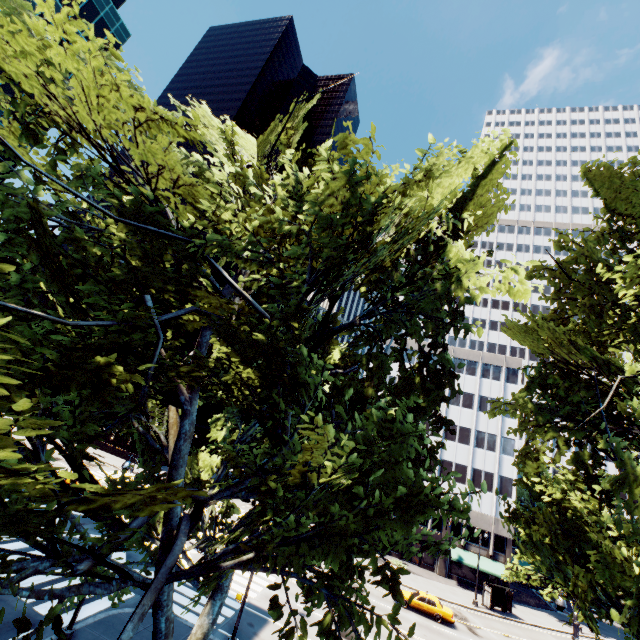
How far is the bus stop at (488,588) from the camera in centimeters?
3553cm

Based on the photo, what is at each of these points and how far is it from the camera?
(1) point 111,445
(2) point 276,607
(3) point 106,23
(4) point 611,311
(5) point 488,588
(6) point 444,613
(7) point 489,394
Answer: (1) building, 56.0 meters
(2) tree, 5.4 meters
(3) building, 37.9 meters
(4) tree, 11.8 meters
(5) bus stop, 35.9 meters
(6) vehicle, 28.2 meters
(7) building, 51.2 meters

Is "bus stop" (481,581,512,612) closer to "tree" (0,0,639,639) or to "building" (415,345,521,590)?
"building" (415,345,521,590)

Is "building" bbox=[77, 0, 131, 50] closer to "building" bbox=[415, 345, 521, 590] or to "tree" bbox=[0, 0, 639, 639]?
"tree" bbox=[0, 0, 639, 639]

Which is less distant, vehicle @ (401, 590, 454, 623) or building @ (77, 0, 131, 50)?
vehicle @ (401, 590, 454, 623)

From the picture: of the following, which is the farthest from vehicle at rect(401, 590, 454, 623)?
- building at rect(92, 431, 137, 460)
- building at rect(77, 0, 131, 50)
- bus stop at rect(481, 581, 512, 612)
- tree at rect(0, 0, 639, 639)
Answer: building at rect(77, 0, 131, 50)

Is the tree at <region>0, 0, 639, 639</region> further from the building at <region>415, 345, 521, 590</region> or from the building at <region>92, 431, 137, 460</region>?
the building at <region>92, 431, 137, 460</region>

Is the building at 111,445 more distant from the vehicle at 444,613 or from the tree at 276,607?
the tree at 276,607
